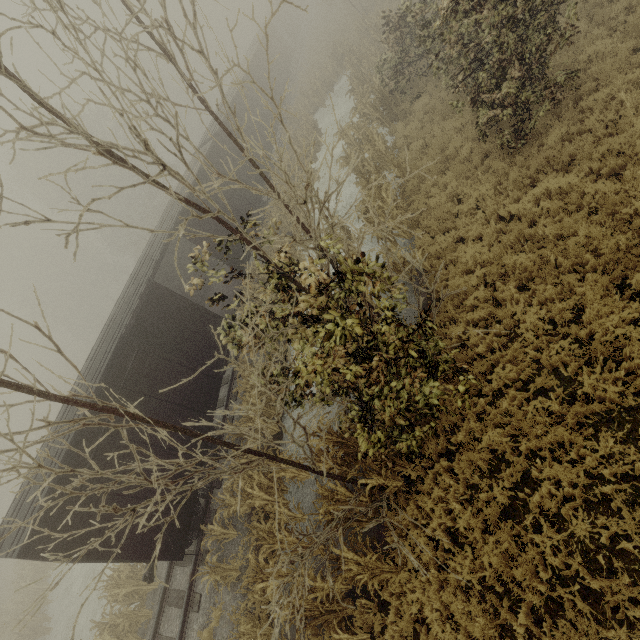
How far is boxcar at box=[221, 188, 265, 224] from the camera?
16.50m

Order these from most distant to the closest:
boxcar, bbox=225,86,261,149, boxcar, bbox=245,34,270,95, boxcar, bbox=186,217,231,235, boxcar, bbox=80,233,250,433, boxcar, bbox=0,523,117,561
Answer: boxcar, bbox=245,34,270,95 → boxcar, bbox=225,86,261,149 → boxcar, bbox=186,217,231,235 → boxcar, bbox=80,233,250,433 → boxcar, bbox=0,523,117,561

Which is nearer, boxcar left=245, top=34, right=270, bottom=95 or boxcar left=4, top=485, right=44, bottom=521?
boxcar left=4, top=485, right=44, bottom=521

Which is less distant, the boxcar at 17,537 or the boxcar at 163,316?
the boxcar at 17,537

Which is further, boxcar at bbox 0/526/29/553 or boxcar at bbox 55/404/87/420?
boxcar at bbox 55/404/87/420

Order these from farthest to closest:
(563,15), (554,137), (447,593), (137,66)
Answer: (563,15)
(554,137)
(447,593)
(137,66)
